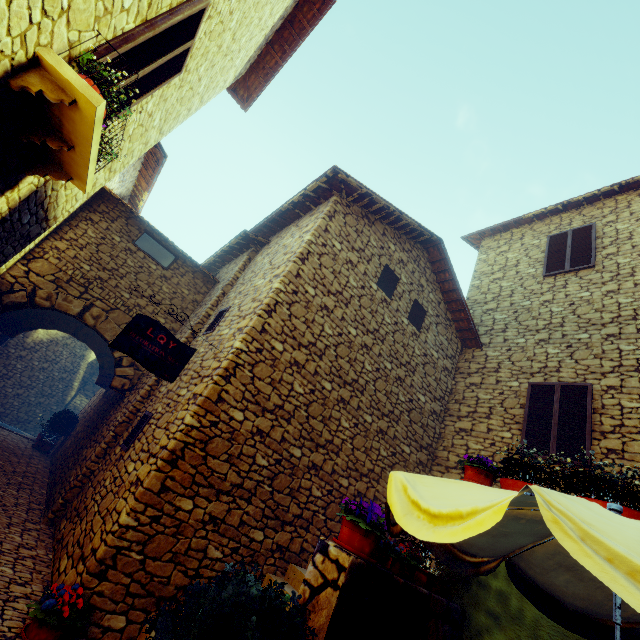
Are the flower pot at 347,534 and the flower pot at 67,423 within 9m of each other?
no

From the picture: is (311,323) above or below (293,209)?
below

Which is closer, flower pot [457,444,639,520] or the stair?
flower pot [457,444,639,520]

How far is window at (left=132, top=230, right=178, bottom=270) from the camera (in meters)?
8.16

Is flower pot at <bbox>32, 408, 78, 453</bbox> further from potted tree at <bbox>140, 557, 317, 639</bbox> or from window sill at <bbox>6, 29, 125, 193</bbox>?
potted tree at <bbox>140, 557, 317, 639</bbox>

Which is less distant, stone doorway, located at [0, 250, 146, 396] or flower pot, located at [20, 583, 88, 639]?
flower pot, located at [20, 583, 88, 639]

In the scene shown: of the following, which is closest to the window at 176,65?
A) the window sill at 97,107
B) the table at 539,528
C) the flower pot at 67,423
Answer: the window sill at 97,107

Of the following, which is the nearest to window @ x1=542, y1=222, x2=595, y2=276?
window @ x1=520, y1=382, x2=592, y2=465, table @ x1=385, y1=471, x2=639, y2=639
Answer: window @ x1=520, y1=382, x2=592, y2=465
